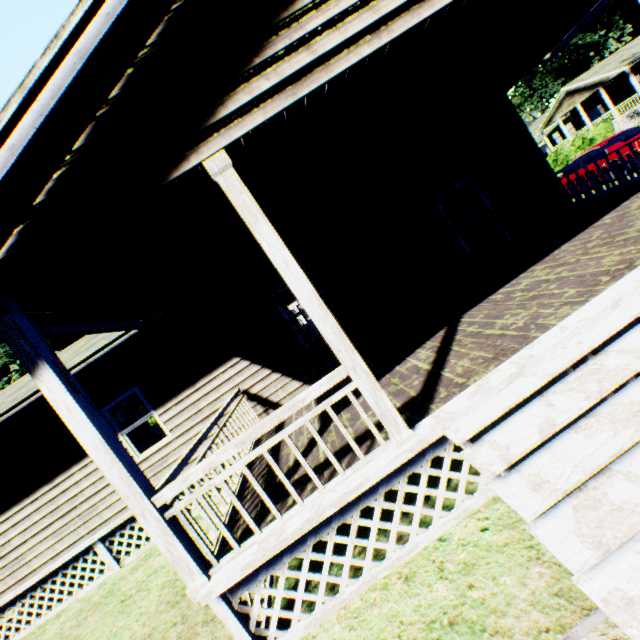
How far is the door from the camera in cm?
845

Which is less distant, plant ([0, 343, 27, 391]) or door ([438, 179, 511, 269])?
door ([438, 179, 511, 269])

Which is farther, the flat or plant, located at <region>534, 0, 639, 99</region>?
plant, located at <region>534, 0, 639, 99</region>

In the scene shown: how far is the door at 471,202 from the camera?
8.45m

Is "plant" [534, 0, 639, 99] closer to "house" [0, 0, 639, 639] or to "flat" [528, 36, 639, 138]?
"flat" [528, 36, 639, 138]

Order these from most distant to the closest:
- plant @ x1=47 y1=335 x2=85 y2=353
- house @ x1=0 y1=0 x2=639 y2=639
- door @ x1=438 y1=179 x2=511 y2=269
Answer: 1. plant @ x1=47 y1=335 x2=85 y2=353
2. door @ x1=438 y1=179 x2=511 y2=269
3. house @ x1=0 y1=0 x2=639 y2=639

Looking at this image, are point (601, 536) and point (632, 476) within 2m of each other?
yes

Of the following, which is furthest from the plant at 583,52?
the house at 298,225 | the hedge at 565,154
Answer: the house at 298,225
